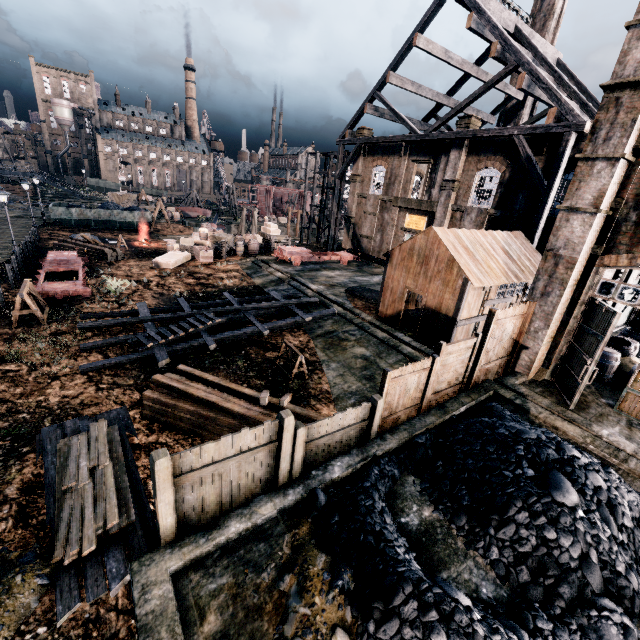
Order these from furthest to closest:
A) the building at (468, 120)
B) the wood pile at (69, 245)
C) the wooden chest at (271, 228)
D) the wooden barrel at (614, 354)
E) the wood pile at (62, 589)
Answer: the wooden chest at (271, 228)
the wood pile at (69, 245)
the building at (468, 120)
the wooden barrel at (614, 354)
the wood pile at (62, 589)

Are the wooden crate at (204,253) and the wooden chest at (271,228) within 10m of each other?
yes

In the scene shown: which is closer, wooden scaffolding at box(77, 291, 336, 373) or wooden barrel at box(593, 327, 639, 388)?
wooden barrel at box(593, 327, 639, 388)

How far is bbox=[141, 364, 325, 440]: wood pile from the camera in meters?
10.1 m

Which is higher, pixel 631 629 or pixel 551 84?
pixel 551 84

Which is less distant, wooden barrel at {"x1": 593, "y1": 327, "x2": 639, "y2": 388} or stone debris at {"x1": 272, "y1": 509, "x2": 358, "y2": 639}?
stone debris at {"x1": 272, "y1": 509, "x2": 358, "y2": 639}

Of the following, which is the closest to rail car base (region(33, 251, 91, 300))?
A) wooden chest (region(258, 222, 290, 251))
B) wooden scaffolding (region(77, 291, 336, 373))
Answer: wooden scaffolding (region(77, 291, 336, 373))

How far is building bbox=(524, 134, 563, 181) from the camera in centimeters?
2061cm
